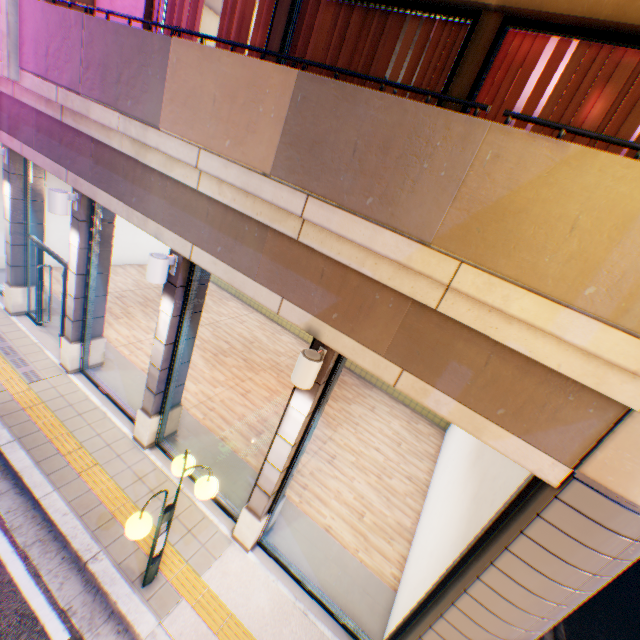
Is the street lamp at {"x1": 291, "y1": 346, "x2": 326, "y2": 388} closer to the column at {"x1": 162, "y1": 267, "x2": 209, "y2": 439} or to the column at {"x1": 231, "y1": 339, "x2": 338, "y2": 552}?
the column at {"x1": 231, "y1": 339, "x2": 338, "y2": 552}

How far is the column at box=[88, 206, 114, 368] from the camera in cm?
663

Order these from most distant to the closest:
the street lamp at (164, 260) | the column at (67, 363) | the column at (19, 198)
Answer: the column at (19, 198)
the column at (67, 363)
the street lamp at (164, 260)

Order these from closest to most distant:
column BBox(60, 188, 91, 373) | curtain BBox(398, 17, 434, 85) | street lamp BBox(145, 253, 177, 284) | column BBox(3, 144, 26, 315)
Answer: curtain BBox(398, 17, 434, 85) → street lamp BBox(145, 253, 177, 284) → column BBox(60, 188, 91, 373) → column BBox(3, 144, 26, 315)

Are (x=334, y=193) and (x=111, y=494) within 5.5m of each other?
no

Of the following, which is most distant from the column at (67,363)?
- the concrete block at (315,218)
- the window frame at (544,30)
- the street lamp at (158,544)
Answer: the window frame at (544,30)

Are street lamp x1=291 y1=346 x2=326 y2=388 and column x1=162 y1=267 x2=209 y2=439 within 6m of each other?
yes

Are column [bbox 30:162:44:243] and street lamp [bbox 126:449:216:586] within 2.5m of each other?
no
